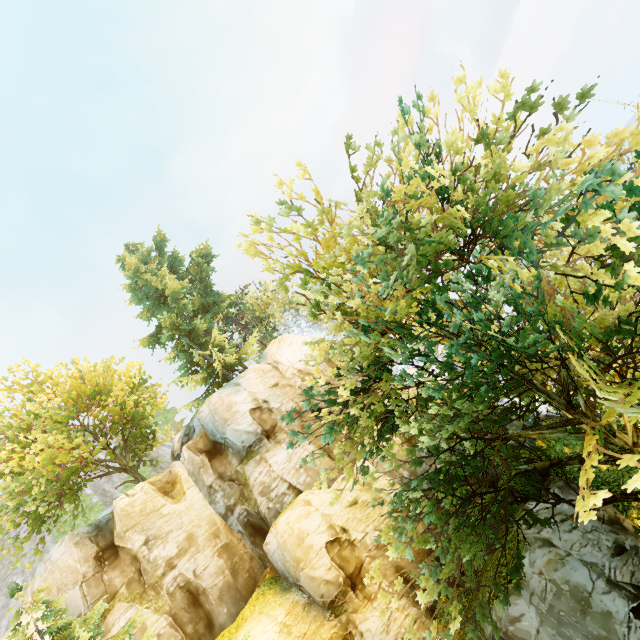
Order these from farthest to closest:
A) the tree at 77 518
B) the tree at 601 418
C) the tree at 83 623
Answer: the tree at 77 518, the tree at 83 623, the tree at 601 418

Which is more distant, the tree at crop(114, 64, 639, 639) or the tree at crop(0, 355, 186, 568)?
the tree at crop(0, 355, 186, 568)

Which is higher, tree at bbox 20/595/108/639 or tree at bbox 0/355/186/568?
tree at bbox 0/355/186/568

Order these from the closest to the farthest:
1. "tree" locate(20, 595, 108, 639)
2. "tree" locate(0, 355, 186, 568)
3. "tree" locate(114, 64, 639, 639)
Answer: "tree" locate(114, 64, 639, 639) < "tree" locate(20, 595, 108, 639) < "tree" locate(0, 355, 186, 568)

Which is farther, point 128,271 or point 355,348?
point 128,271

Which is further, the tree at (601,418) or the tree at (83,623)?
the tree at (83,623)
